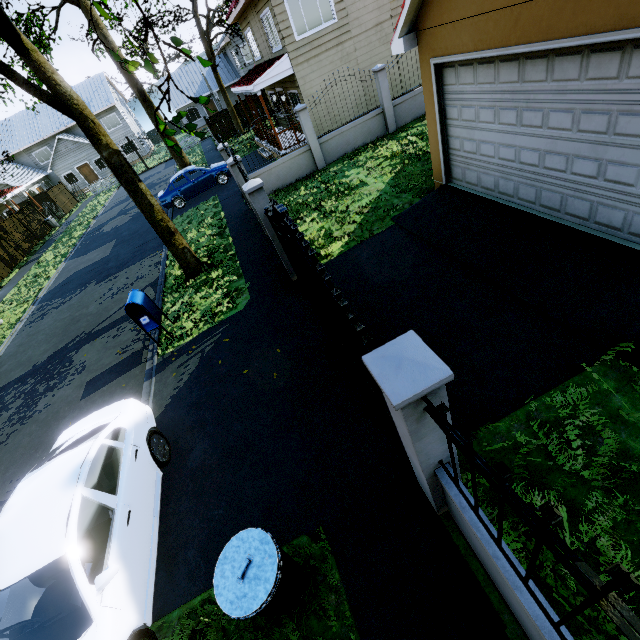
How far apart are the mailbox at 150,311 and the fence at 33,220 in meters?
25.4

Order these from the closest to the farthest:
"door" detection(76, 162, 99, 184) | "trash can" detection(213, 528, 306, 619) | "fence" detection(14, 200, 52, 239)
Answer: "trash can" detection(213, 528, 306, 619)
"fence" detection(14, 200, 52, 239)
"door" detection(76, 162, 99, 184)

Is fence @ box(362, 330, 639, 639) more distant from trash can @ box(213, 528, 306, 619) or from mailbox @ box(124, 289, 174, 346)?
mailbox @ box(124, 289, 174, 346)

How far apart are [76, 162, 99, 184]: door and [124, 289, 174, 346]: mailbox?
41.7m

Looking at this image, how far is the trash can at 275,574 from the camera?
2.8m

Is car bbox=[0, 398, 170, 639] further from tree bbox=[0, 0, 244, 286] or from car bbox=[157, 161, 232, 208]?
car bbox=[157, 161, 232, 208]

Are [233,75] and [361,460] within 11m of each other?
no

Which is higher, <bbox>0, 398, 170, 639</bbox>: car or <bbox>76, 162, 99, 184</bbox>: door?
<bbox>76, 162, 99, 184</bbox>: door
